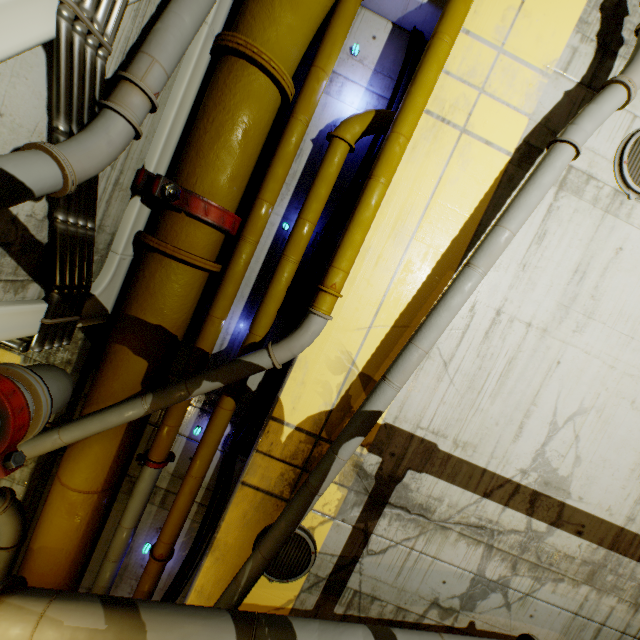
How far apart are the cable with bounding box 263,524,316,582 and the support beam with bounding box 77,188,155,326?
3.23m

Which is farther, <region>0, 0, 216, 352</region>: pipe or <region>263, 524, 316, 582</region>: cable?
<region>263, 524, 316, 582</region>: cable

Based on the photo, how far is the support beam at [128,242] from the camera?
3.39m

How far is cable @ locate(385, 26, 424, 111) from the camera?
3.92m

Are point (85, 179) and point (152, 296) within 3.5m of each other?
yes

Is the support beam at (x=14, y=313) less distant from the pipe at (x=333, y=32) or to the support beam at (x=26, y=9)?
the pipe at (x=333, y=32)

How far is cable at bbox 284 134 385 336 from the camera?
4.0 meters

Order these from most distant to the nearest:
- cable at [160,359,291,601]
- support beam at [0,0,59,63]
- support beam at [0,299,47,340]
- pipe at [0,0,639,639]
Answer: cable at [160,359,291,601], pipe at [0,0,639,639], support beam at [0,299,47,340], support beam at [0,0,59,63]
